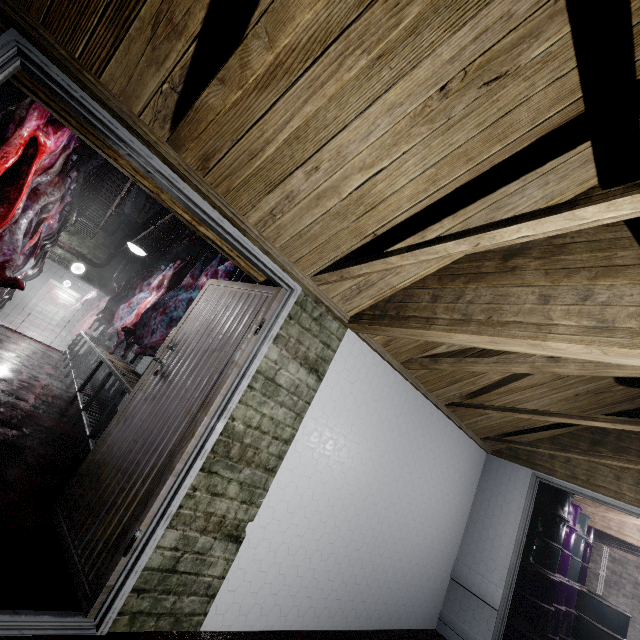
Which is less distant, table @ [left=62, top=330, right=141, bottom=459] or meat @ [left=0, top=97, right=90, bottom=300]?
meat @ [left=0, top=97, right=90, bottom=300]

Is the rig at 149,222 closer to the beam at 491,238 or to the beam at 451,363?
the beam at 491,238

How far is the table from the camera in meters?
3.2

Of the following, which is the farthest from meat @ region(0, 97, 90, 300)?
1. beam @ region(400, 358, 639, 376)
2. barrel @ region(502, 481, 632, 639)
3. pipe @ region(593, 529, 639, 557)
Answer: pipe @ region(593, 529, 639, 557)

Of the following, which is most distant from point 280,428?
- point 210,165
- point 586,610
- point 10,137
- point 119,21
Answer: point 586,610

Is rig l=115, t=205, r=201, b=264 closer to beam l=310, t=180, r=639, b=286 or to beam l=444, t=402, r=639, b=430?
beam l=310, t=180, r=639, b=286

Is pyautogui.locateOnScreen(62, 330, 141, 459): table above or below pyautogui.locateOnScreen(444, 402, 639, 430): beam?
below

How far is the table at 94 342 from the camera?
3.2 meters
